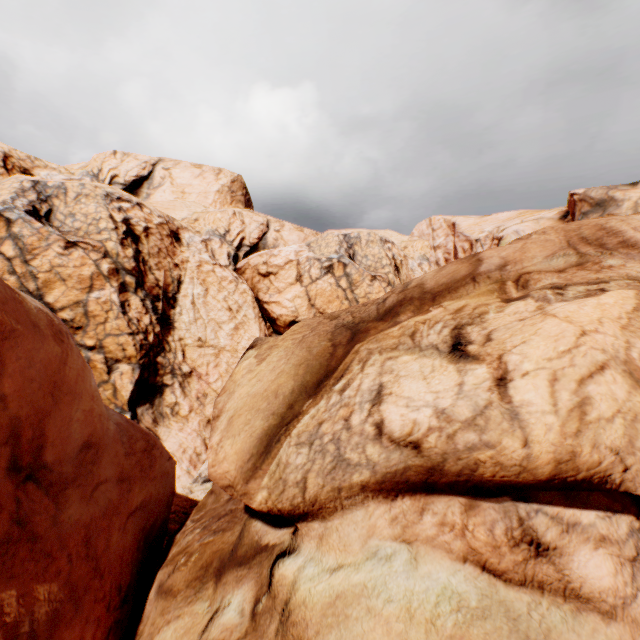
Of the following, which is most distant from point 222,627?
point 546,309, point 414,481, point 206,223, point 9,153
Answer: point 9,153
